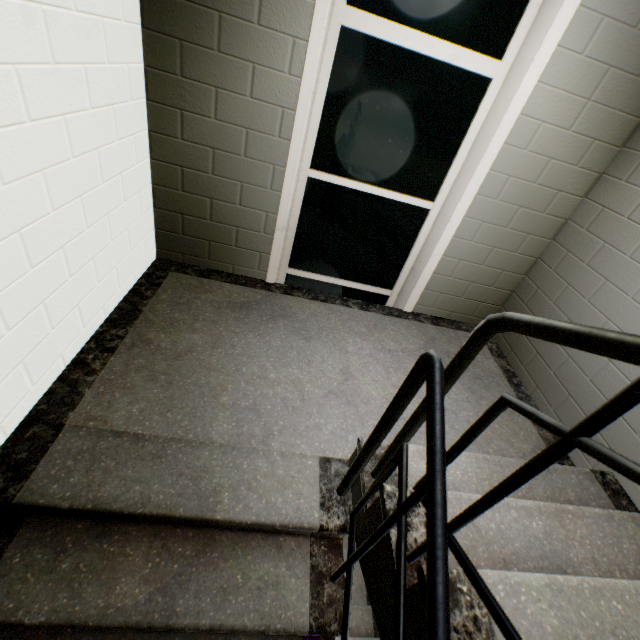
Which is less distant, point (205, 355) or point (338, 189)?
point (205, 355)

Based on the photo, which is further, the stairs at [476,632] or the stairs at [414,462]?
the stairs at [414,462]

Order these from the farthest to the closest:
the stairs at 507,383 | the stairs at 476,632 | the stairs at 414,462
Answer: the stairs at 507,383 → the stairs at 414,462 → the stairs at 476,632

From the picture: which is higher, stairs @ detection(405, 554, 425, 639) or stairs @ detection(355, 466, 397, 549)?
stairs @ detection(405, 554, 425, 639)

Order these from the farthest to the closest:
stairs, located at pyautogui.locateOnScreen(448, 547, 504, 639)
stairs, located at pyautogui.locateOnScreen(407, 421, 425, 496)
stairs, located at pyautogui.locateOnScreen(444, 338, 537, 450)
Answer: stairs, located at pyautogui.locateOnScreen(444, 338, 537, 450), stairs, located at pyautogui.locateOnScreen(407, 421, 425, 496), stairs, located at pyautogui.locateOnScreen(448, 547, 504, 639)

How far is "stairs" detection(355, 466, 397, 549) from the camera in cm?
118

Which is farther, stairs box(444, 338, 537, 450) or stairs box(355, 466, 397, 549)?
stairs box(444, 338, 537, 450)
